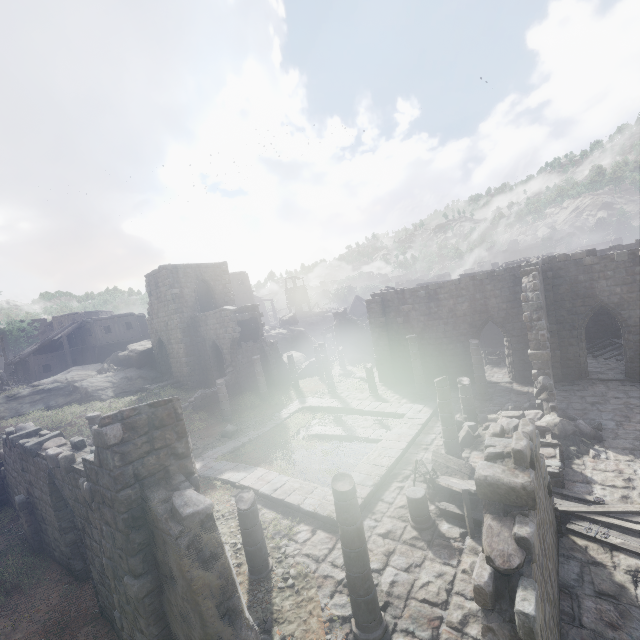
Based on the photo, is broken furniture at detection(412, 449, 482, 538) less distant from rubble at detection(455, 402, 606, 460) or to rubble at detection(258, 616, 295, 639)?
rubble at detection(455, 402, 606, 460)

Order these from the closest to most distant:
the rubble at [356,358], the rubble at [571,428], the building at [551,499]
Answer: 1. the building at [551,499]
2. the rubble at [571,428]
3. the rubble at [356,358]

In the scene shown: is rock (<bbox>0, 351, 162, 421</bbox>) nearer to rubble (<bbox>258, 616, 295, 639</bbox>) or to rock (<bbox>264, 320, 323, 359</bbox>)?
rock (<bbox>264, 320, 323, 359</bbox>)

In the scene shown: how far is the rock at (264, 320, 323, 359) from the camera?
40.2 meters

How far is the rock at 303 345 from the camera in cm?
4022

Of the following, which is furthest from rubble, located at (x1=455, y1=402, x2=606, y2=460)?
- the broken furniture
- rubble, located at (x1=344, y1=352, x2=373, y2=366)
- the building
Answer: rubble, located at (x1=344, y1=352, x2=373, y2=366)

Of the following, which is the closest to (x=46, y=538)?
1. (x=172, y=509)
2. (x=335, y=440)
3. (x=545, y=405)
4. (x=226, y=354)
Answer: (x=172, y=509)

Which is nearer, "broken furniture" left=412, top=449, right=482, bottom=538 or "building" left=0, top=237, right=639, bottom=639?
"building" left=0, top=237, right=639, bottom=639
